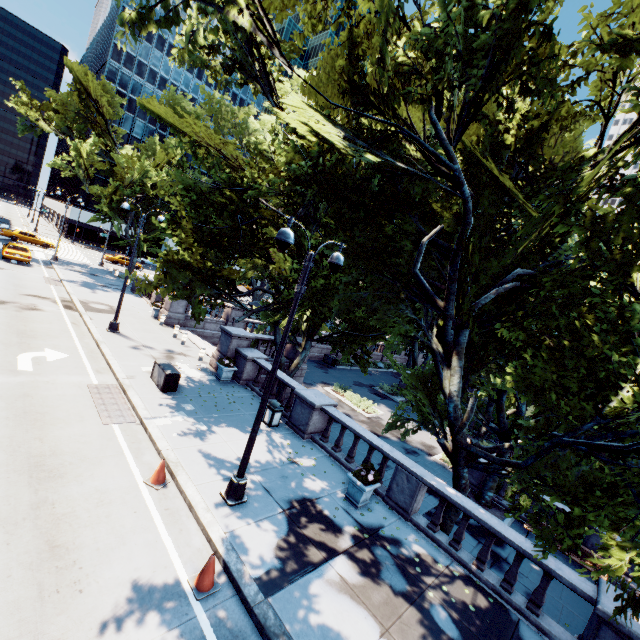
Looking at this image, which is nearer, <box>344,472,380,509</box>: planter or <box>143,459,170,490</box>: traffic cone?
<box>143,459,170,490</box>: traffic cone

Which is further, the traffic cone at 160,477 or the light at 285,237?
the traffic cone at 160,477

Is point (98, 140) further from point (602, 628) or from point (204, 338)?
point (602, 628)

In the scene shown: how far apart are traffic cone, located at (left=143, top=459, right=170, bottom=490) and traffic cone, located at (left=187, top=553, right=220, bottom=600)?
2.60m

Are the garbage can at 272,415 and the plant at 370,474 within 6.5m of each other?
yes

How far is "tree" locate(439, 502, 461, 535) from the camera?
10.84m

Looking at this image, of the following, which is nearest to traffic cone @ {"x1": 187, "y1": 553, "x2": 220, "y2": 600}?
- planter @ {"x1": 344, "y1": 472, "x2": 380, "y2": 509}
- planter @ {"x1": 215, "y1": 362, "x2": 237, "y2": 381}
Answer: planter @ {"x1": 344, "y1": 472, "x2": 380, "y2": 509}

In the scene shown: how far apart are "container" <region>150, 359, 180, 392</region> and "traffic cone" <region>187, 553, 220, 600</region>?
8.1 meters
